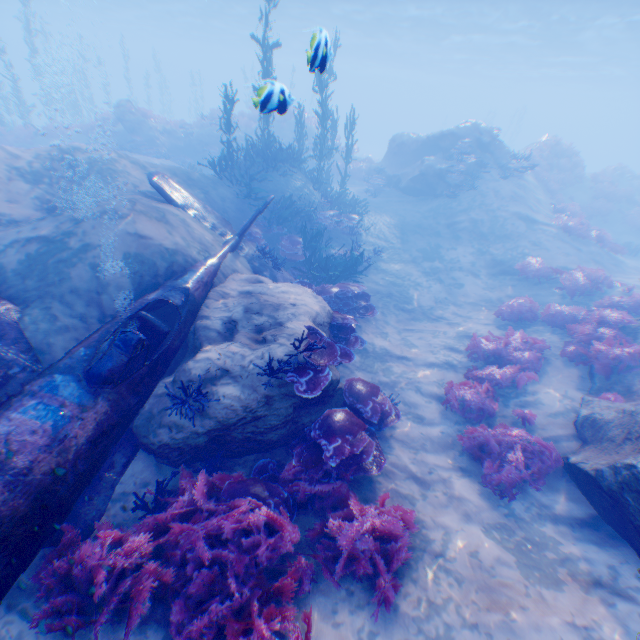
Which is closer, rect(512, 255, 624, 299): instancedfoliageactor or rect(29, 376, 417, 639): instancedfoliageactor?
rect(29, 376, 417, 639): instancedfoliageactor

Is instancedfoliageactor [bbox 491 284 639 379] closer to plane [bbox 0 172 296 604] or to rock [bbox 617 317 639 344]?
rock [bbox 617 317 639 344]

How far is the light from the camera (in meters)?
5.32

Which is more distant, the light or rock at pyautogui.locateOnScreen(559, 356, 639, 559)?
the light

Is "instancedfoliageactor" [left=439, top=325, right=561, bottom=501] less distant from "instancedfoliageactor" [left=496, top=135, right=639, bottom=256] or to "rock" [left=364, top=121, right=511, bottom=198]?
"rock" [left=364, top=121, right=511, bottom=198]

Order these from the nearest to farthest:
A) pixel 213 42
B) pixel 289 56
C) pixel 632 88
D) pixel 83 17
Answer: pixel 83 17
pixel 632 88
pixel 213 42
pixel 289 56

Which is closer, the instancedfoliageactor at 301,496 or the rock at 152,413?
the instancedfoliageactor at 301,496

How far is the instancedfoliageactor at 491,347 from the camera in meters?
5.9 m
